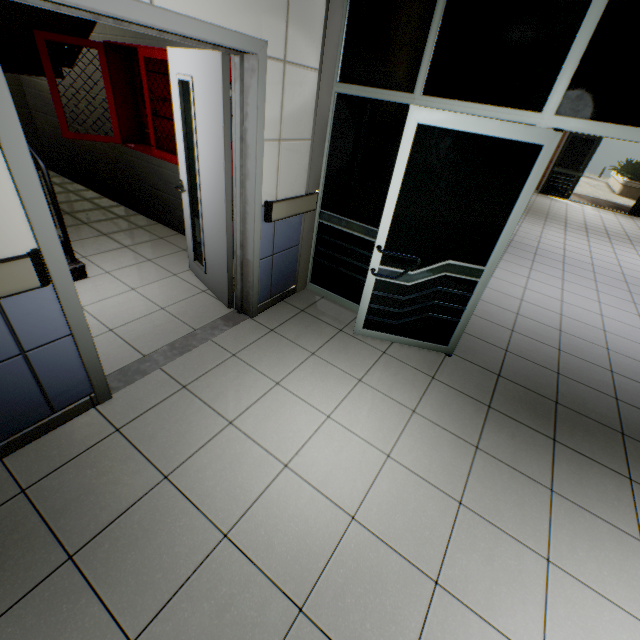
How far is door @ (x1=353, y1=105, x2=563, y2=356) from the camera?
2.2 meters

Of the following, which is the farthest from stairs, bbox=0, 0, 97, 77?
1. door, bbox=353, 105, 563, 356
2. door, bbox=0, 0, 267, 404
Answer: door, bbox=353, 105, 563, 356

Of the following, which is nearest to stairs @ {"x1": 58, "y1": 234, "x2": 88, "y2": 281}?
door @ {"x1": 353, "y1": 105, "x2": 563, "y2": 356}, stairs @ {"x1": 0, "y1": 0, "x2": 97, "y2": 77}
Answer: stairs @ {"x1": 0, "y1": 0, "x2": 97, "y2": 77}

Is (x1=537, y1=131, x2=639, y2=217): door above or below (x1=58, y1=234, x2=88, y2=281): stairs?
above

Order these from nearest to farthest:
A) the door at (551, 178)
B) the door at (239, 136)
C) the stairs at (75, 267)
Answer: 1. the door at (239, 136)
2. the stairs at (75, 267)
3. the door at (551, 178)

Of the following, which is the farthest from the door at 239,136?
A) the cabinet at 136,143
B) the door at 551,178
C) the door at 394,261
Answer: the door at 551,178

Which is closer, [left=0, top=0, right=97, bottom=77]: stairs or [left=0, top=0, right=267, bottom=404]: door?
[left=0, top=0, right=267, bottom=404]: door

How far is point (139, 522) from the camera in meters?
1.7 m
